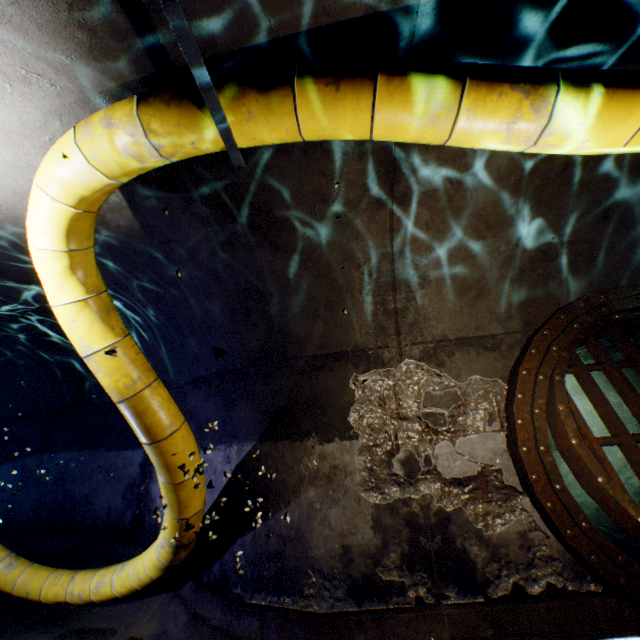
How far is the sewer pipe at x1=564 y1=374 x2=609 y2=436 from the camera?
5.7 meters

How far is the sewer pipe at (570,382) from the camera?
5.71m

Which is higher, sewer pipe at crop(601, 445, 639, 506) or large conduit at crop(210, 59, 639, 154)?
large conduit at crop(210, 59, 639, 154)

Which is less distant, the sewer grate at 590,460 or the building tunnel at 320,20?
the building tunnel at 320,20

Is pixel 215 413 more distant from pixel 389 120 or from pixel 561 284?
pixel 561 284

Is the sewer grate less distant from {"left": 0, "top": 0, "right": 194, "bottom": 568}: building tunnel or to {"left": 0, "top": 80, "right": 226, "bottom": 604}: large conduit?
{"left": 0, "top": 0, "right": 194, "bottom": 568}: building tunnel

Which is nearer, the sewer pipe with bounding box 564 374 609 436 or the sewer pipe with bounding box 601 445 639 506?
the sewer pipe with bounding box 601 445 639 506

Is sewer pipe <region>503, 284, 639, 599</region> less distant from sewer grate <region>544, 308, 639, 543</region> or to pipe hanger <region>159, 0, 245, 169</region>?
sewer grate <region>544, 308, 639, 543</region>
